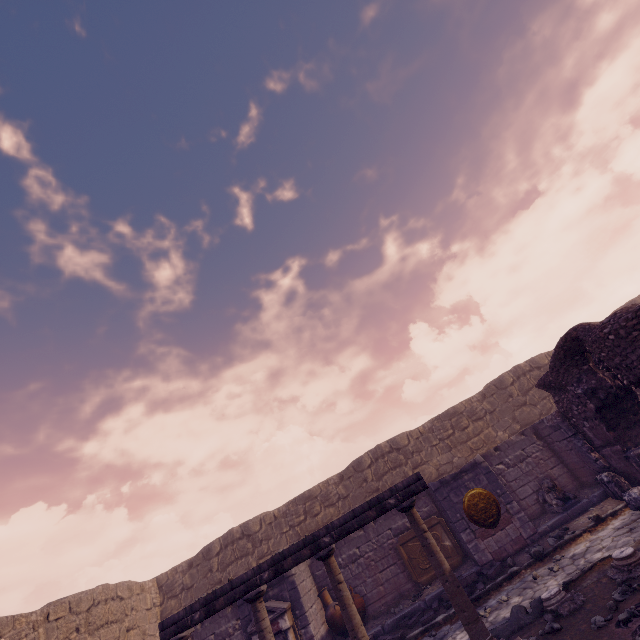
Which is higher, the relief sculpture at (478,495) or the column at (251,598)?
the column at (251,598)

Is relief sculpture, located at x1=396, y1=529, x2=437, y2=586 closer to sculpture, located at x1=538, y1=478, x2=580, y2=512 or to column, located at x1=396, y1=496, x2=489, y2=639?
sculpture, located at x1=538, y1=478, x2=580, y2=512

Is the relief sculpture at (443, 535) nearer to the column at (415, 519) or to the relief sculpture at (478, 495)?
the relief sculpture at (478, 495)

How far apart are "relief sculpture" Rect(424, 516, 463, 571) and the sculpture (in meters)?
3.08

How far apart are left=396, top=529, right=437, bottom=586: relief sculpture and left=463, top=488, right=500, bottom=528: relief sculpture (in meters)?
1.66

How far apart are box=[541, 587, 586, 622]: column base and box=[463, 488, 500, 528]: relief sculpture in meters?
3.7

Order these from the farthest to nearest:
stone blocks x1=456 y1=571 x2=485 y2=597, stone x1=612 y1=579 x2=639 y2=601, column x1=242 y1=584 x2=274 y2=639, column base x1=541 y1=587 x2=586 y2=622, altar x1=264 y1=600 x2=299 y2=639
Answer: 1. altar x1=264 y1=600 x2=299 y2=639
2. stone blocks x1=456 y1=571 x2=485 y2=597
3. column x1=242 y1=584 x2=274 y2=639
4. column base x1=541 y1=587 x2=586 y2=622
5. stone x1=612 y1=579 x2=639 y2=601

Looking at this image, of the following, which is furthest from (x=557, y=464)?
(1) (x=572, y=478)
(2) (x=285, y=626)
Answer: (2) (x=285, y=626)
